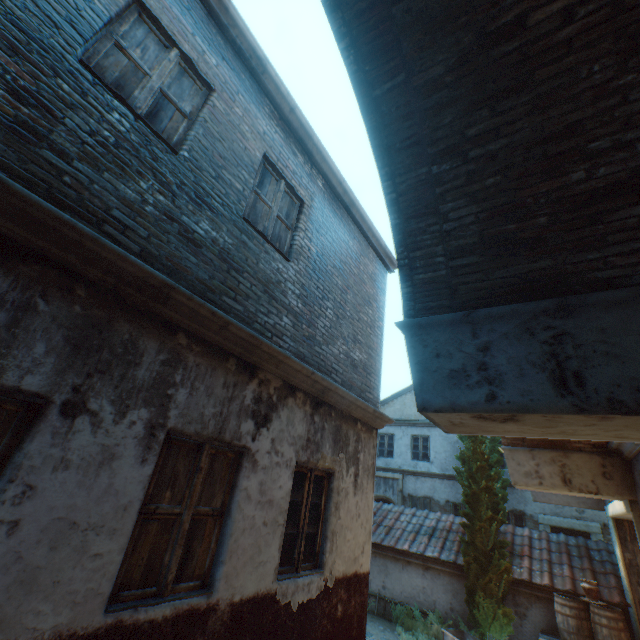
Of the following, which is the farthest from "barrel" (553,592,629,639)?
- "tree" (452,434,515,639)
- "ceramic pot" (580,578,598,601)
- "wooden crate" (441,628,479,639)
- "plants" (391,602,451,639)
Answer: "plants" (391,602,451,639)

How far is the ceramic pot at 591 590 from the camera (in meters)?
8.00

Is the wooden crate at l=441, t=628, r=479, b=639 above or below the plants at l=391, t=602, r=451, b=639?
above

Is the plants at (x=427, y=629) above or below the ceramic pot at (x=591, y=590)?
below

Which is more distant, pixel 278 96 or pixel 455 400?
pixel 278 96

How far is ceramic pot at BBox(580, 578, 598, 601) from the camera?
8.0m

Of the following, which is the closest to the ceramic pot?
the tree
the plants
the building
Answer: the tree

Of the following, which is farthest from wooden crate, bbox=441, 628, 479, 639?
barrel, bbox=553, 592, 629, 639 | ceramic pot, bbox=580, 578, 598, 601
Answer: ceramic pot, bbox=580, 578, 598, 601
